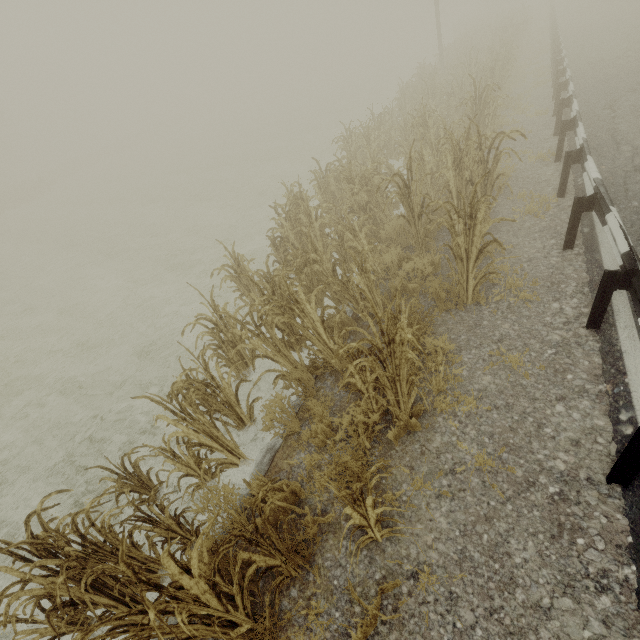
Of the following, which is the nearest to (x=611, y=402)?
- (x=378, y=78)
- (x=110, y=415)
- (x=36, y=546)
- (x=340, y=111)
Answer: (x=36, y=546)

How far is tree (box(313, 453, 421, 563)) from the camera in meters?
2.4

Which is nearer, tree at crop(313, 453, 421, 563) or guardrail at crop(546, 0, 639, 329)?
tree at crop(313, 453, 421, 563)

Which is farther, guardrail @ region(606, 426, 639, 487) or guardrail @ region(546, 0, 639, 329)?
guardrail @ region(546, 0, 639, 329)

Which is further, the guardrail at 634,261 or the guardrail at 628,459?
the guardrail at 634,261

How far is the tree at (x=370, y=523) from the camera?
2.4 meters
